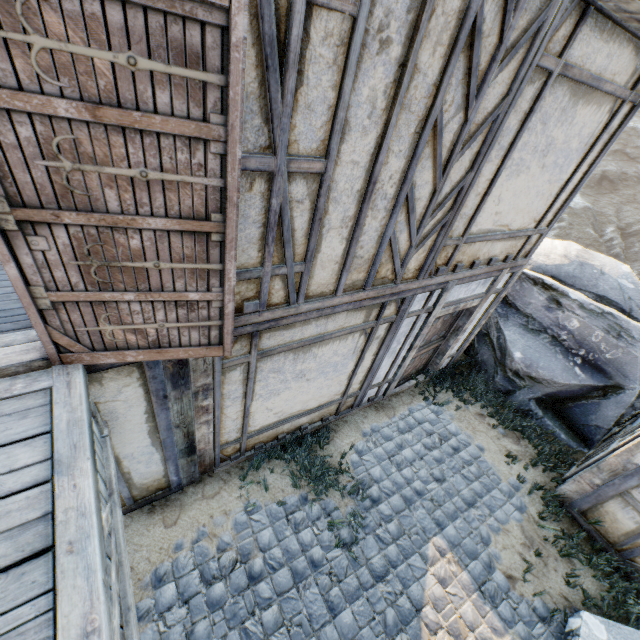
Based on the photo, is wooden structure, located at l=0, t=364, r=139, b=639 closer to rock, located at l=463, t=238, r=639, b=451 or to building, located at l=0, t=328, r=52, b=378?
building, located at l=0, t=328, r=52, b=378

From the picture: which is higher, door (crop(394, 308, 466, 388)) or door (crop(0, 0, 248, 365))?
door (crop(0, 0, 248, 365))

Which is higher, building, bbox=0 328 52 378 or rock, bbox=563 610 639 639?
building, bbox=0 328 52 378

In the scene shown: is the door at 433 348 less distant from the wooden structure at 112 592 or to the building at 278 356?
the building at 278 356

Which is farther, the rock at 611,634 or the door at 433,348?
the door at 433,348

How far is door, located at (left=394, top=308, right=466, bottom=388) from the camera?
5.7m

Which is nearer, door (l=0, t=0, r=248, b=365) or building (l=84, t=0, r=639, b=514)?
door (l=0, t=0, r=248, b=365)

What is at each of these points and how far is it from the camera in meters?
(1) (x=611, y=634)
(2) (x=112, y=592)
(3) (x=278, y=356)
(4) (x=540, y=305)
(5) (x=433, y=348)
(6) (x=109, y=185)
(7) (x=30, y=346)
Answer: (1) rock, 4.1 m
(2) wooden structure, 1.9 m
(3) building, 3.7 m
(4) rock, 6.8 m
(5) door, 6.5 m
(6) door, 1.6 m
(7) building, 2.3 m
